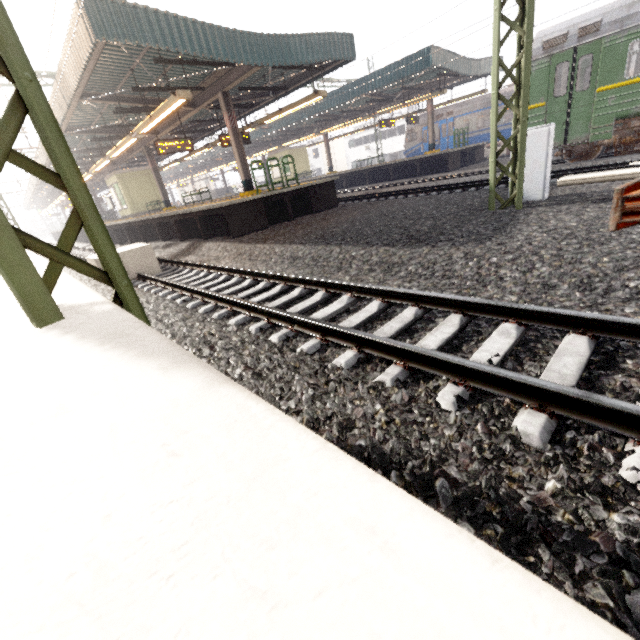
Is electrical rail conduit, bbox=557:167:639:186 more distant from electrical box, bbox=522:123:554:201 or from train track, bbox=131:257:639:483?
train track, bbox=131:257:639:483

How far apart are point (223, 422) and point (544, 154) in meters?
8.4

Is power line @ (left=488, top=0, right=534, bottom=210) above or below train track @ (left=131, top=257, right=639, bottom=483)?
above

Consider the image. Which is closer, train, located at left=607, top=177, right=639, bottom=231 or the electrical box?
train, located at left=607, top=177, right=639, bottom=231

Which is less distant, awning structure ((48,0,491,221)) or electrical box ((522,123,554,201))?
electrical box ((522,123,554,201))

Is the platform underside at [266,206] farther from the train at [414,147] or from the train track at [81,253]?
the train at [414,147]

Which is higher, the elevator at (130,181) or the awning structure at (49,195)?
the awning structure at (49,195)

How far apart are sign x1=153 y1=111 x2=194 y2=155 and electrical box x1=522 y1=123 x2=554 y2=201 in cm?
1212
